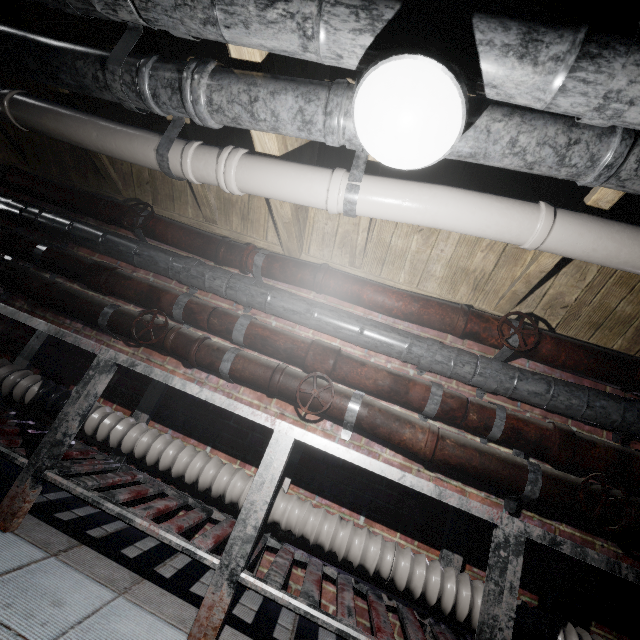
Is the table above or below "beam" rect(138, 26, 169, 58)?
below

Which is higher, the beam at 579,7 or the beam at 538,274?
the beam at 579,7

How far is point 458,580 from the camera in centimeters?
152cm

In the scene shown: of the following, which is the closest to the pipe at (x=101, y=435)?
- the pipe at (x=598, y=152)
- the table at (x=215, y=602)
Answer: the table at (x=215, y=602)

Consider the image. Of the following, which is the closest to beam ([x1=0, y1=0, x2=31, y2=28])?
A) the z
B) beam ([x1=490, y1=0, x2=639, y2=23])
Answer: beam ([x1=490, y1=0, x2=639, y2=23])

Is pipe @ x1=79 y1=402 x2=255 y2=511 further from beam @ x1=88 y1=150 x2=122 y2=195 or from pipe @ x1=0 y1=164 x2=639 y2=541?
beam @ x1=88 y1=150 x2=122 y2=195

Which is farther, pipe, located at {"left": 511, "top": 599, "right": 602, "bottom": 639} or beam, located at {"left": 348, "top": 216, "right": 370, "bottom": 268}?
beam, located at {"left": 348, "top": 216, "right": 370, "bottom": 268}

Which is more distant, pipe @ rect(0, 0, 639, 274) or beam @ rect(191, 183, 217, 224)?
beam @ rect(191, 183, 217, 224)
